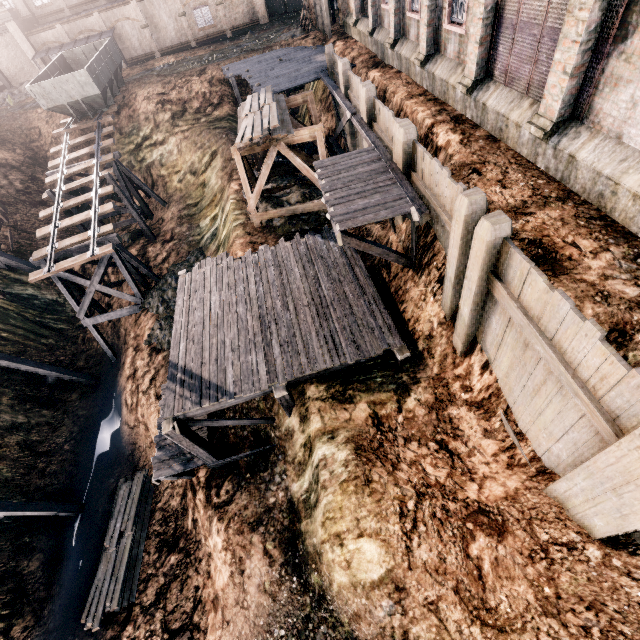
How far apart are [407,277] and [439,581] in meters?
8.9 m

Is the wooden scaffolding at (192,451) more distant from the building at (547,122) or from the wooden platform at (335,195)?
the building at (547,122)

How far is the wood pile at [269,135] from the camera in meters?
15.5

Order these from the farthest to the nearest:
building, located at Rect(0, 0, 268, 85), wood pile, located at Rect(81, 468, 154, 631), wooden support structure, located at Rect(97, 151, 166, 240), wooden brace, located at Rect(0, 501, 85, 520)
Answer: building, located at Rect(0, 0, 268, 85) < wooden support structure, located at Rect(97, 151, 166, 240) < wooden brace, located at Rect(0, 501, 85, 520) < wood pile, located at Rect(81, 468, 154, 631)

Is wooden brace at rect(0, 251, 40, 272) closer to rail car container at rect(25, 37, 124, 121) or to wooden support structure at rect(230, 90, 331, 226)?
rail car container at rect(25, 37, 124, 121)

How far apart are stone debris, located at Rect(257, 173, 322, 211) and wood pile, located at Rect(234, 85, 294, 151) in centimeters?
346cm

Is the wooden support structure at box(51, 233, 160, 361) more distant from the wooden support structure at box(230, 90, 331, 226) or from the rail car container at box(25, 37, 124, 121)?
the rail car container at box(25, 37, 124, 121)
